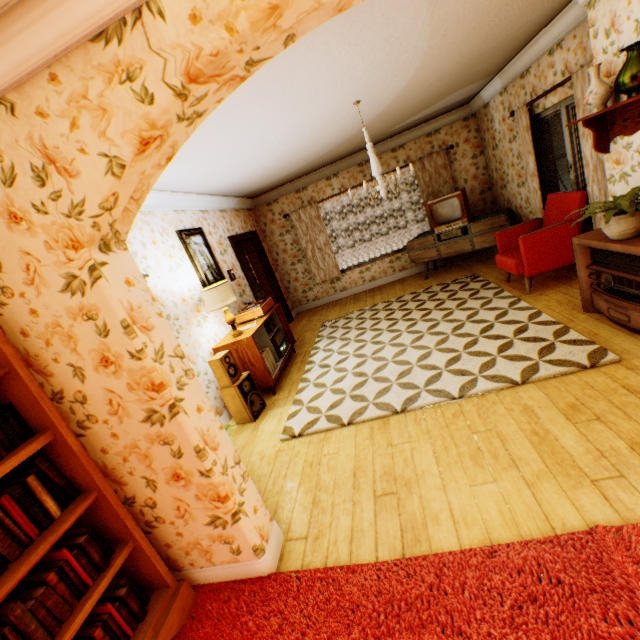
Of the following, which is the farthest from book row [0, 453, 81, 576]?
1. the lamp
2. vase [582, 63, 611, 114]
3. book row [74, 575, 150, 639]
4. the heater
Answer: vase [582, 63, 611, 114]

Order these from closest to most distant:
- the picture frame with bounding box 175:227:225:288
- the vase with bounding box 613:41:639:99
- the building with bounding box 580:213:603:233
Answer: the vase with bounding box 613:41:639:99, the building with bounding box 580:213:603:233, the picture frame with bounding box 175:227:225:288

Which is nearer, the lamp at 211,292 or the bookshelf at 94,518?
the bookshelf at 94,518

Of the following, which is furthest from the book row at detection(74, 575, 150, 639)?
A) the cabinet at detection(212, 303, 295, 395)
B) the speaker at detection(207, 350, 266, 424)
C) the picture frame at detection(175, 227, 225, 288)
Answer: the picture frame at detection(175, 227, 225, 288)

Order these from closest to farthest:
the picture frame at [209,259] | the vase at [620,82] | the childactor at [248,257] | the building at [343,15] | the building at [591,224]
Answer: the building at [343,15]
the vase at [620,82]
the building at [591,224]
the picture frame at [209,259]
the childactor at [248,257]

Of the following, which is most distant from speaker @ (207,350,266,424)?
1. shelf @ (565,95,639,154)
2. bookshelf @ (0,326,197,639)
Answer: shelf @ (565,95,639,154)

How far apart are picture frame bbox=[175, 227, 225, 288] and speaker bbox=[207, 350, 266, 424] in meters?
1.2 m

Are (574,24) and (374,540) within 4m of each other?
no
